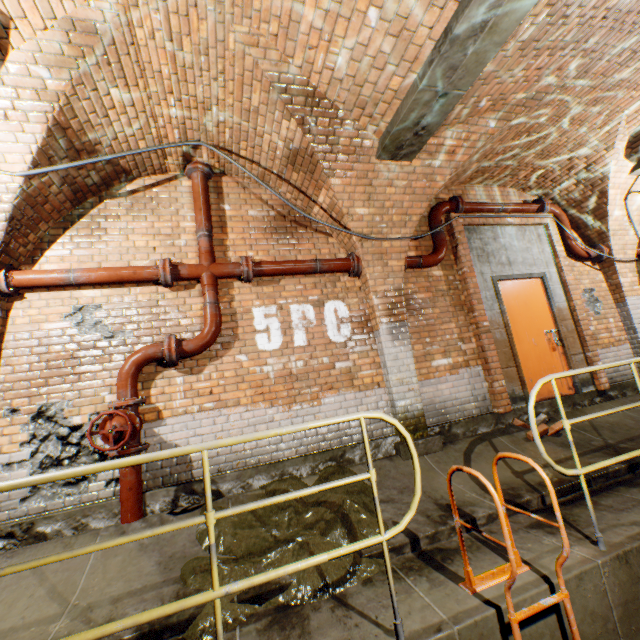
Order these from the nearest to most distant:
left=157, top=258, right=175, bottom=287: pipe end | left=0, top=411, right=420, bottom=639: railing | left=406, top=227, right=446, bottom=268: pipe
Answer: left=0, top=411, right=420, bottom=639: railing → left=157, top=258, right=175, bottom=287: pipe end → left=406, top=227, right=446, bottom=268: pipe

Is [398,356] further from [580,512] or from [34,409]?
[34,409]

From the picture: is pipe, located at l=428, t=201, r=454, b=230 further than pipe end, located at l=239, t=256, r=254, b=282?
Yes

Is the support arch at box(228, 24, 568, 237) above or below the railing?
above

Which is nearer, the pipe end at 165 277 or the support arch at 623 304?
the pipe end at 165 277

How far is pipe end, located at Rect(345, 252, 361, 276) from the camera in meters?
4.7 m

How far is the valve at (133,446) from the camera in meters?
3.3 m

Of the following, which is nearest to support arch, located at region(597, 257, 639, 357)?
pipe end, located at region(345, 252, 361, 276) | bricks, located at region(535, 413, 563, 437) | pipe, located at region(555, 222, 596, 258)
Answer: pipe, located at region(555, 222, 596, 258)
